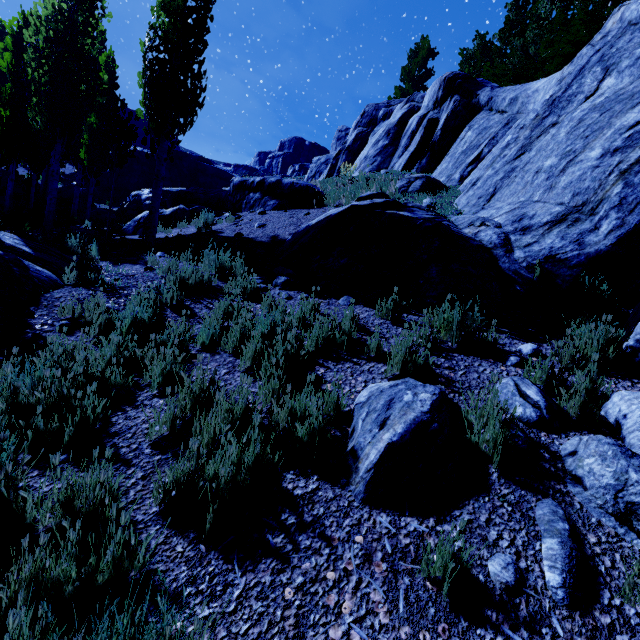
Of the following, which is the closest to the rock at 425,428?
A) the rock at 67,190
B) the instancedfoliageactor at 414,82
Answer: the rock at 67,190

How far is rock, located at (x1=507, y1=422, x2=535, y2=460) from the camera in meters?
2.3 m

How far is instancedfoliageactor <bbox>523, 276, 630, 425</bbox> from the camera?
2.7m

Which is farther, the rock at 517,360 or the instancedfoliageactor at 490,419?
the rock at 517,360

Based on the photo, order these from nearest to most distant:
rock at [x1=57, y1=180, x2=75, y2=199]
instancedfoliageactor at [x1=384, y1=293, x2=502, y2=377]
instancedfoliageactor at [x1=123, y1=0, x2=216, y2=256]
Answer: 1. instancedfoliageactor at [x1=384, y1=293, x2=502, y2=377]
2. instancedfoliageactor at [x1=123, y1=0, x2=216, y2=256]
3. rock at [x1=57, y1=180, x2=75, y2=199]

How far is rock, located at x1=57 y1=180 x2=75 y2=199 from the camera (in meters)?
28.27

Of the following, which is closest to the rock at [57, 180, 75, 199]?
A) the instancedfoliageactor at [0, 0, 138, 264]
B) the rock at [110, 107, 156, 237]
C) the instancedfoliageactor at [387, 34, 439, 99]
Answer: the rock at [110, 107, 156, 237]

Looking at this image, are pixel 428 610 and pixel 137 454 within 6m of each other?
yes
